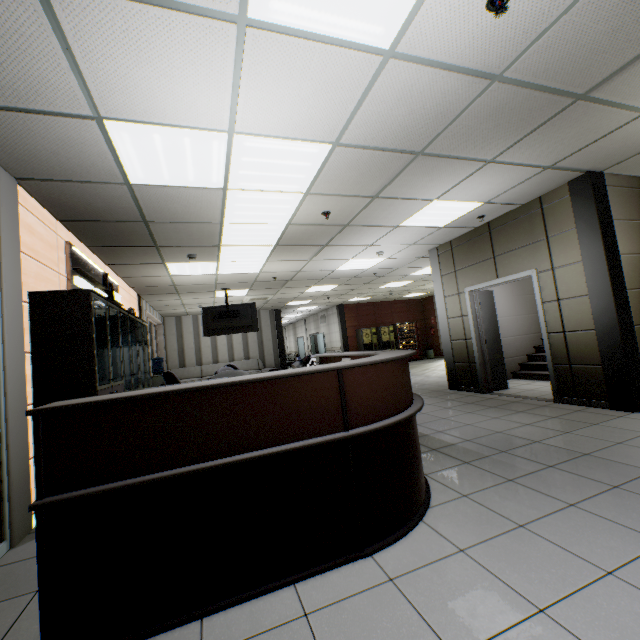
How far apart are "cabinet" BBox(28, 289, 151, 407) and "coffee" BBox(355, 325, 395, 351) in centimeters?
1059cm

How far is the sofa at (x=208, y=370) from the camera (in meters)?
13.12

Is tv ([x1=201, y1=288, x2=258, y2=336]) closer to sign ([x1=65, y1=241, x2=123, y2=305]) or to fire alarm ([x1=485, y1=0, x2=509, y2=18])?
sign ([x1=65, y1=241, x2=123, y2=305])

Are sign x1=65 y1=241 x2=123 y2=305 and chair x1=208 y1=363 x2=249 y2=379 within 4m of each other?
yes

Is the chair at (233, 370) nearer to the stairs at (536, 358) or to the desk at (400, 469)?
the desk at (400, 469)

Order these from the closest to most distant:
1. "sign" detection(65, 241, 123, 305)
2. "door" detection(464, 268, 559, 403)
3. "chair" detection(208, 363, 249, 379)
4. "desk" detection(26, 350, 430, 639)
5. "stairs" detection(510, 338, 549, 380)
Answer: "desk" detection(26, 350, 430, 639), "chair" detection(208, 363, 249, 379), "sign" detection(65, 241, 123, 305), "door" detection(464, 268, 559, 403), "stairs" detection(510, 338, 549, 380)

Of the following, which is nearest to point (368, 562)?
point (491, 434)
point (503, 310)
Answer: point (491, 434)

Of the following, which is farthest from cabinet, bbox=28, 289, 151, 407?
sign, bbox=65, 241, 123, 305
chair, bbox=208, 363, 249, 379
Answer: chair, bbox=208, 363, 249, 379
